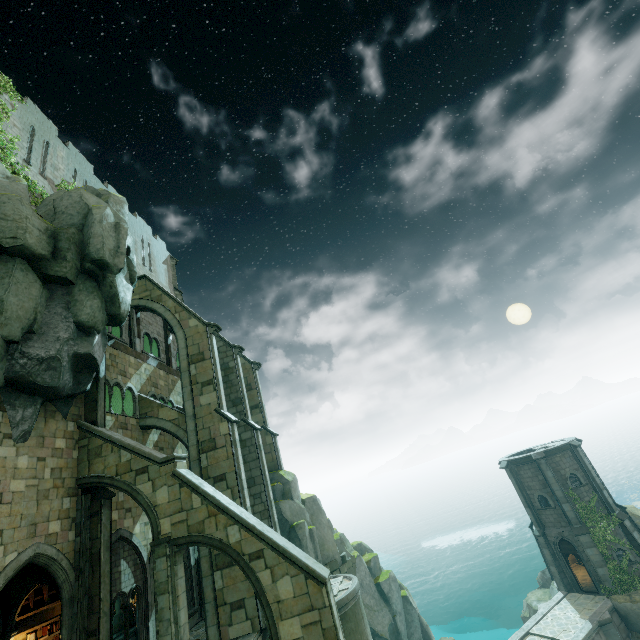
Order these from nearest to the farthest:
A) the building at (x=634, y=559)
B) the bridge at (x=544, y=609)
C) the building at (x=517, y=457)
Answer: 1. the bridge at (x=544, y=609)
2. the building at (x=634, y=559)
3. the building at (x=517, y=457)

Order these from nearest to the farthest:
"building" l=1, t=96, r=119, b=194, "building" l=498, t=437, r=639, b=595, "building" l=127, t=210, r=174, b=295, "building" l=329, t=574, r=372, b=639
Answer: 1. "building" l=329, t=574, r=372, b=639
2. "building" l=1, t=96, r=119, b=194
3. "building" l=498, t=437, r=639, b=595
4. "building" l=127, t=210, r=174, b=295

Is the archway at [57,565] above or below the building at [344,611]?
above

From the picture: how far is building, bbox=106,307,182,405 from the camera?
19.0m

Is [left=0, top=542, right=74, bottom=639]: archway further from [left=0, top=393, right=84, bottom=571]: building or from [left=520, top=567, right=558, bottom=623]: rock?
[left=520, top=567, right=558, bottom=623]: rock

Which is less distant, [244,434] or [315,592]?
[315,592]

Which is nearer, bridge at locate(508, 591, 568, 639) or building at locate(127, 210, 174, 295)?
bridge at locate(508, 591, 568, 639)

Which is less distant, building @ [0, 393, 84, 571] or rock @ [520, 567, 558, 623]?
building @ [0, 393, 84, 571]
